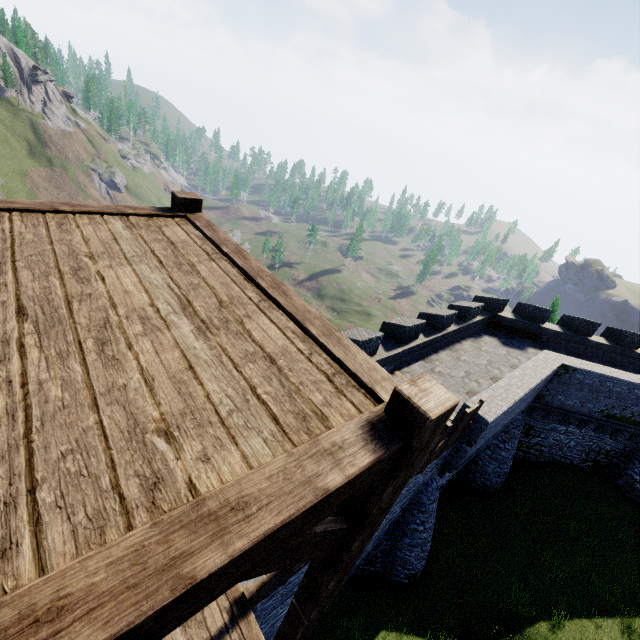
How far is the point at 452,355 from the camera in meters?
15.8

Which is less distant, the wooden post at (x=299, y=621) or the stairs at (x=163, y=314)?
the stairs at (x=163, y=314)

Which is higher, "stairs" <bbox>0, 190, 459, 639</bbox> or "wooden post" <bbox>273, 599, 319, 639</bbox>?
"stairs" <bbox>0, 190, 459, 639</bbox>

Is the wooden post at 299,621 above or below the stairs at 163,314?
below

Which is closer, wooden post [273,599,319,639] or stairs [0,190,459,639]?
stairs [0,190,459,639]
